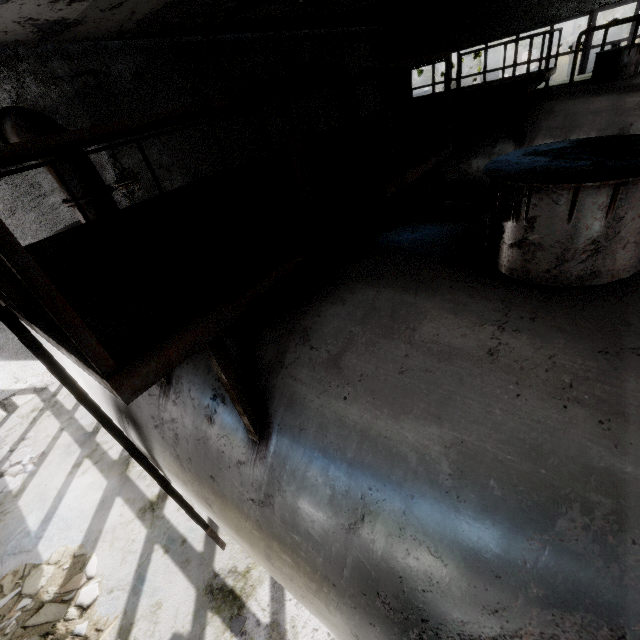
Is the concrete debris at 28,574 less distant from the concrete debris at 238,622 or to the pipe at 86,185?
the concrete debris at 238,622

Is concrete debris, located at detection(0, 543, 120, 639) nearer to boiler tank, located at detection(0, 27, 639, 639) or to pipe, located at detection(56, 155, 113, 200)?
boiler tank, located at detection(0, 27, 639, 639)

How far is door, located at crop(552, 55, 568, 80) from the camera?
28.4m

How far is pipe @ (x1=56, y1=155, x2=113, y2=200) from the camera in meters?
4.5

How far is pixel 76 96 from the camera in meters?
7.8

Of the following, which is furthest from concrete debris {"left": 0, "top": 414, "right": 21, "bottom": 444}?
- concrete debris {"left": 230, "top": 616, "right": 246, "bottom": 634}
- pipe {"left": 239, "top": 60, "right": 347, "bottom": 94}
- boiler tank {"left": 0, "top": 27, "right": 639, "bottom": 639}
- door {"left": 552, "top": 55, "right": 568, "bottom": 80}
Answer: door {"left": 552, "top": 55, "right": 568, "bottom": 80}

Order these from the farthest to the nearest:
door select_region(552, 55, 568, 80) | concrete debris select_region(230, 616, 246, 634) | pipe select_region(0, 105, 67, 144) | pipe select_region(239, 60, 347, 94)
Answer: door select_region(552, 55, 568, 80) → pipe select_region(239, 60, 347, 94) → pipe select_region(0, 105, 67, 144) → concrete debris select_region(230, 616, 246, 634)

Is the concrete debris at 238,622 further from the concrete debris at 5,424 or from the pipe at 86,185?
the pipe at 86,185
